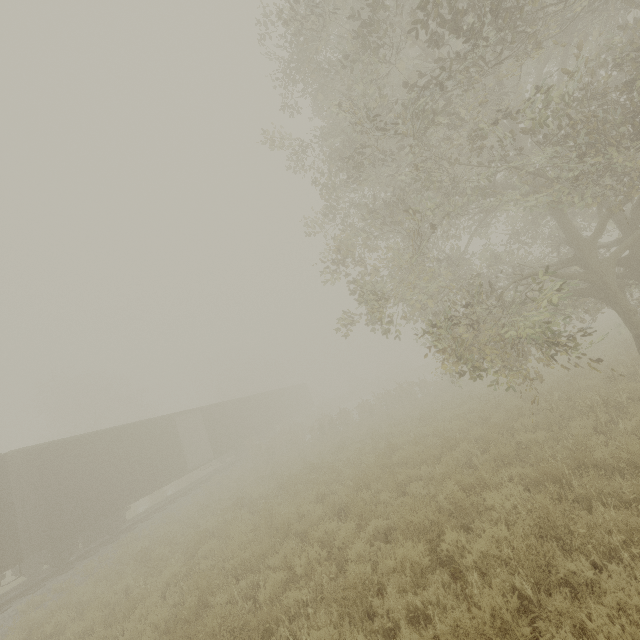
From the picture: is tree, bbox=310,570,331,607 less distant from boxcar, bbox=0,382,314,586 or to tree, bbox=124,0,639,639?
tree, bbox=124,0,639,639

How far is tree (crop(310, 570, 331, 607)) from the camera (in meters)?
5.09

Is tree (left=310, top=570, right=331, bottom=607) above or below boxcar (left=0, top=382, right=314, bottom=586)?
below

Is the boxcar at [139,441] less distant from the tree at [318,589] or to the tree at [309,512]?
the tree at [318,589]

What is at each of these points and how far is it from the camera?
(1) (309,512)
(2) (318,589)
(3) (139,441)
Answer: (1) tree, 8.94m
(2) tree, 5.56m
(3) boxcar, 16.88m

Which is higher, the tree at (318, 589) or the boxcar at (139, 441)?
the boxcar at (139, 441)

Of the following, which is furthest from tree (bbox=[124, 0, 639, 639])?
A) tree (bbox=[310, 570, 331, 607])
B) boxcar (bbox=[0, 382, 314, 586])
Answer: boxcar (bbox=[0, 382, 314, 586])
